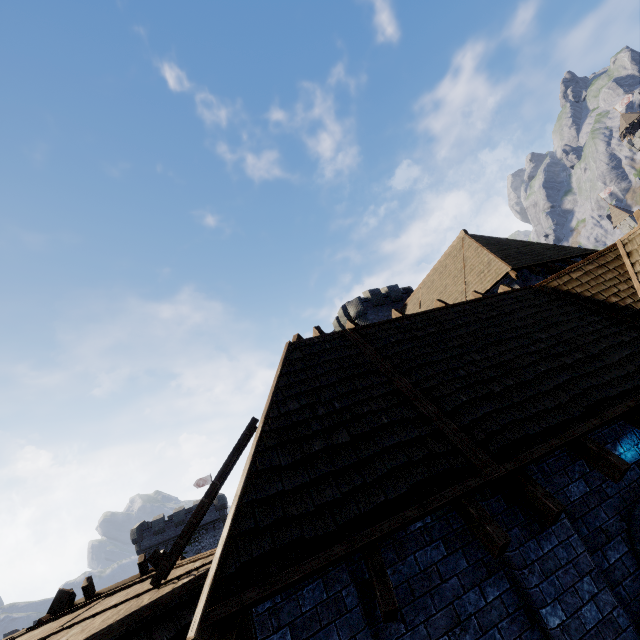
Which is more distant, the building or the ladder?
the ladder

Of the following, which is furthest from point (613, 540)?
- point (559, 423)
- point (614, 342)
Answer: point (614, 342)

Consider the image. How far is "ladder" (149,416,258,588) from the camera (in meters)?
5.23

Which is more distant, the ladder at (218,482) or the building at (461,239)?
the ladder at (218,482)

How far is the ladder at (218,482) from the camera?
5.2m
